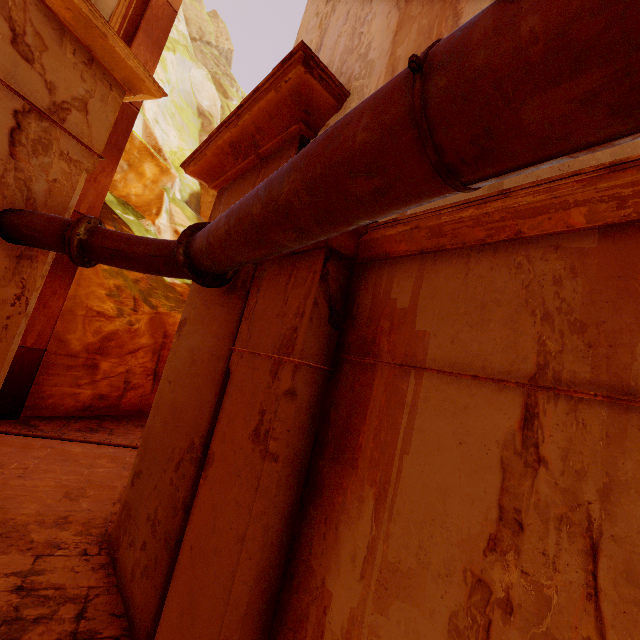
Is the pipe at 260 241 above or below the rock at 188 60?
below

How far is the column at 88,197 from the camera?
9.12m

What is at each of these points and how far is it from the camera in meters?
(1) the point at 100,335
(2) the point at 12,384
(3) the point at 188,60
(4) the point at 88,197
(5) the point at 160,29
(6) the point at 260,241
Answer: (1) rock, 10.2
(2) column, 8.3
(3) rock, 20.0
(4) column, 9.2
(5) column, 10.3
(6) pipe, 2.3

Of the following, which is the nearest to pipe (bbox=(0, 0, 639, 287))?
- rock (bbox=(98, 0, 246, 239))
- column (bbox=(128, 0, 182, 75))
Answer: column (bbox=(128, 0, 182, 75))

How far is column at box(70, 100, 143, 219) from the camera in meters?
9.1

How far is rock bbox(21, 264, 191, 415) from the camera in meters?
9.4 m

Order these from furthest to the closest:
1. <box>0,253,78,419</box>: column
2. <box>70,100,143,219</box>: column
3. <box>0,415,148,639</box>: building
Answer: <box>70,100,143,219</box>: column → <box>0,253,78,419</box>: column → <box>0,415,148,639</box>: building

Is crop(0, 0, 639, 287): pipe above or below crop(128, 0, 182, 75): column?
below
